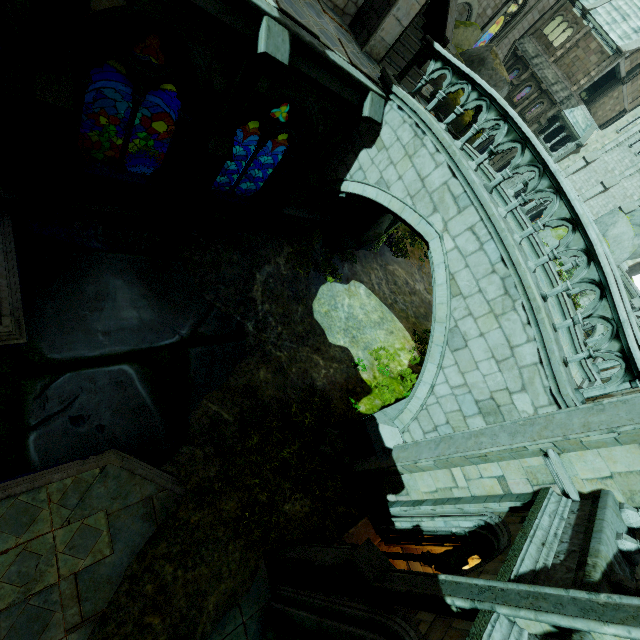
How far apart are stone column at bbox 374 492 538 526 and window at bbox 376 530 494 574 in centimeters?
6cm

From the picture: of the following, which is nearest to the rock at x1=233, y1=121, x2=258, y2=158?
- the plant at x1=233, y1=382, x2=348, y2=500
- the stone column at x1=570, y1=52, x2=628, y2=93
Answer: the stone column at x1=570, y1=52, x2=628, y2=93

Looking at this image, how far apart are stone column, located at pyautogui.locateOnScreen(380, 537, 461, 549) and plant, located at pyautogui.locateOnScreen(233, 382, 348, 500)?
1.6 meters

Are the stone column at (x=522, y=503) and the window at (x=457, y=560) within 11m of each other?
yes

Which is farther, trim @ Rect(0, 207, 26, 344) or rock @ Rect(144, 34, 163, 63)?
rock @ Rect(144, 34, 163, 63)

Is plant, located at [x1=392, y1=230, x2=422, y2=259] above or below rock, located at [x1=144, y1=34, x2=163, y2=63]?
above

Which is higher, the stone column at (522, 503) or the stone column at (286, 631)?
the stone column at (522, 503)

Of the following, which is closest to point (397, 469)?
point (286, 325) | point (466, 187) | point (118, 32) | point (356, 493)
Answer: point (356, 493)
